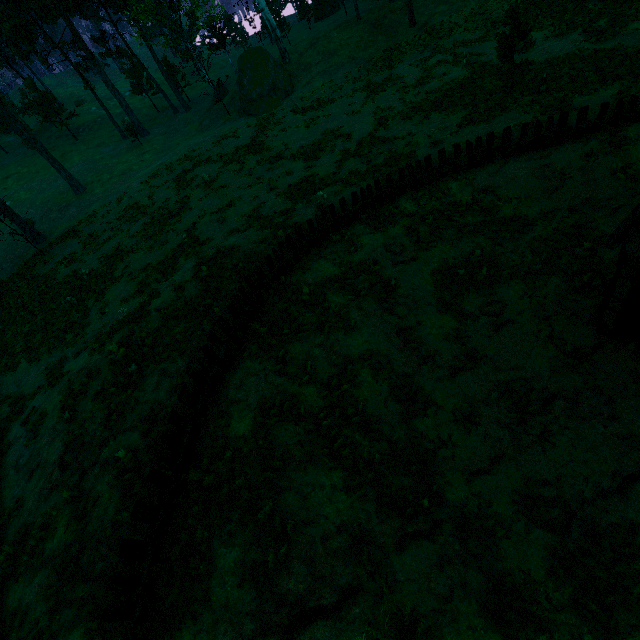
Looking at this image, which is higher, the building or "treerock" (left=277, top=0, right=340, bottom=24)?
"treerock" (left=277, top=0, right=340, bottom=24)

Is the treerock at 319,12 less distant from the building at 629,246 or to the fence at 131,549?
the building at 629,246

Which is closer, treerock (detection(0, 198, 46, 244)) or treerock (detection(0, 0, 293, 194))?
treerock (detection(0, 198, 46, 244))

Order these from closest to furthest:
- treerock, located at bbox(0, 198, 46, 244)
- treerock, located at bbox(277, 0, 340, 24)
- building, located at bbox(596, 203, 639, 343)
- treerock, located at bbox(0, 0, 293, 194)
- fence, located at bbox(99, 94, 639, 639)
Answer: fence, located at bbox(99, 94, 639, 639) < building, located at bbox(596, 203, 639, 343) < treerock, located at bbox(0, 198, 46, 244) < treerock, located at bbox(0, 0, 293, 194) < treerock, located at bbox(277, 0, 340, 24)

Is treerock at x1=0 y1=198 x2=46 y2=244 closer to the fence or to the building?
the building

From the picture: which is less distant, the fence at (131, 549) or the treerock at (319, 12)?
the fence at (131, 549)

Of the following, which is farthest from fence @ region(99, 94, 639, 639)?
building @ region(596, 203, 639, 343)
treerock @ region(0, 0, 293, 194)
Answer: treerock @ region(0, 0, 293, 194)

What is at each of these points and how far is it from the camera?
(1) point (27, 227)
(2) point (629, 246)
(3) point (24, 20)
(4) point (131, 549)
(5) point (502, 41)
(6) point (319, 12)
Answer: (1) treerock, 31.0 meters
(2) building, 6.8 meters
(3) treerock, 36.1 meters
(4) fence, 5.8 meters
(5) treerock, 16.0 meters
(6) treerock, 45.1 meters
